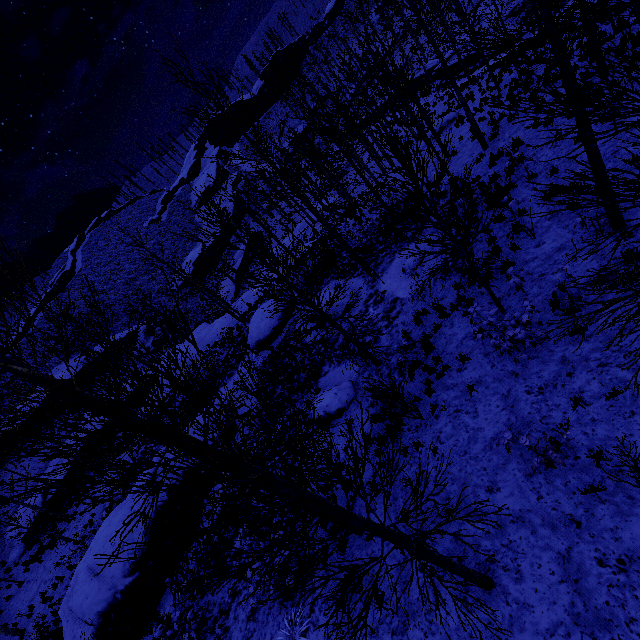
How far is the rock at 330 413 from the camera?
10.8m

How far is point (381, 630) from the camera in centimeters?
618cm

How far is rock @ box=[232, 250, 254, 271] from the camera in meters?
53.5

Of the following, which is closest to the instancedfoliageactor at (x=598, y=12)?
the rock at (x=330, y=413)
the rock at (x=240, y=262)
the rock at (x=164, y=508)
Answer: the rock at (x=330, y=413)

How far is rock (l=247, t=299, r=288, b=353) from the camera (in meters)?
19.09

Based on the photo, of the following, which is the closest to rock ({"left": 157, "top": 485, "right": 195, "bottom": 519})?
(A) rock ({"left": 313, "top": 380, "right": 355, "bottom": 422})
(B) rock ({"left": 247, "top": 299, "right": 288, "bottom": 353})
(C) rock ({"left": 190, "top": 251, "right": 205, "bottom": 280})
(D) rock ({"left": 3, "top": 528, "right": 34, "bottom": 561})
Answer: (B) rock ({"left": 247, "top": 299, "right": 288, "bottom": 353})

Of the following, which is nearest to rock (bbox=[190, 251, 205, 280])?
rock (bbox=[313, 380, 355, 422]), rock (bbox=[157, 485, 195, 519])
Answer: rock (bbox=[157, 485, 195, 519])

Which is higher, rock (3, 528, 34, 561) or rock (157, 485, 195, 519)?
rock (157, 485, 195, 519)
